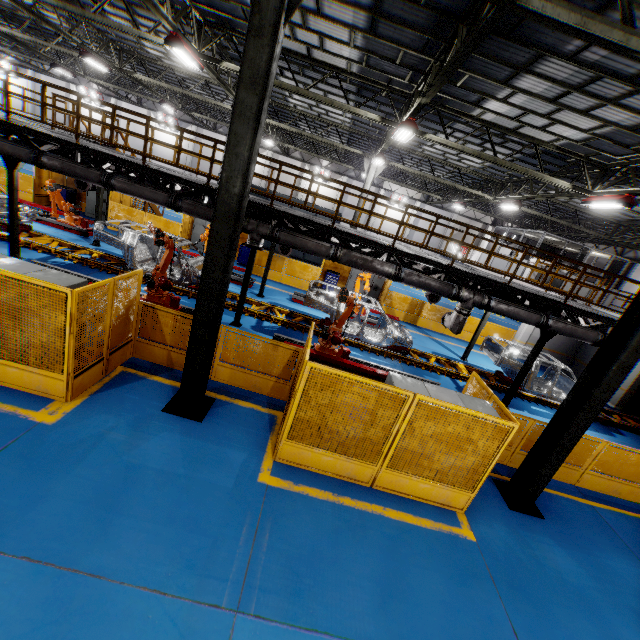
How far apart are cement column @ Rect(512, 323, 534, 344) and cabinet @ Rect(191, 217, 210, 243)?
17.8 meters

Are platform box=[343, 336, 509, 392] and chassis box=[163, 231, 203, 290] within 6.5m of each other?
yes

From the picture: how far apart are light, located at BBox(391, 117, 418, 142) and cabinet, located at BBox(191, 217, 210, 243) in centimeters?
1051cm

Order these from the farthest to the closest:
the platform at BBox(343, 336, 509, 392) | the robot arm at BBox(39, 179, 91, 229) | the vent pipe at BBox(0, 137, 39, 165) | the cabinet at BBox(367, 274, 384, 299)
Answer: the cabinet at BBox(367, 274, 384, 299)
the robot arm at BBox(39, 179, 91, 229)
the platform at BBox(343, 336, 509, 392)
the vent pipe at BBox(0, 137, 39, 165)

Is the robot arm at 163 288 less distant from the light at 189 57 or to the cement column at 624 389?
the light at 189 57

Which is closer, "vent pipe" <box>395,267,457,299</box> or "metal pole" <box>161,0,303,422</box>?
"metal pole" <box>161,0,303,422</box>

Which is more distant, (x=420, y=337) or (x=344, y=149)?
(x=344, y=149)

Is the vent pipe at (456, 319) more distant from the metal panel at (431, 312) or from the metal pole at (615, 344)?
the metal pole at (615, 344)
